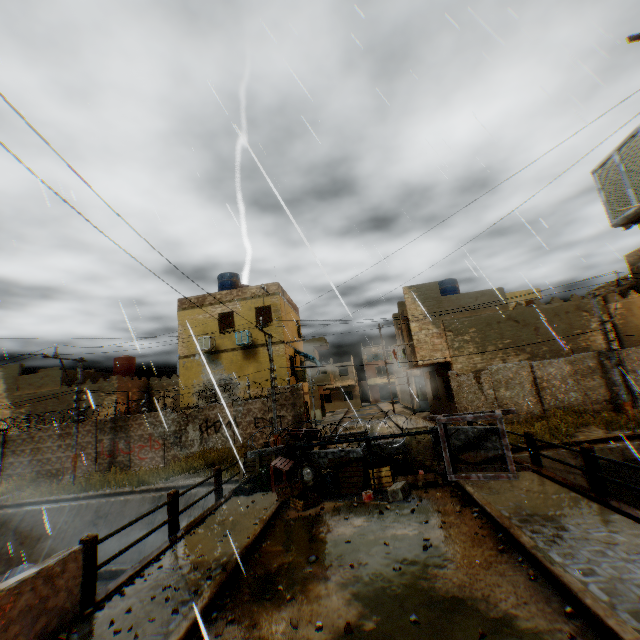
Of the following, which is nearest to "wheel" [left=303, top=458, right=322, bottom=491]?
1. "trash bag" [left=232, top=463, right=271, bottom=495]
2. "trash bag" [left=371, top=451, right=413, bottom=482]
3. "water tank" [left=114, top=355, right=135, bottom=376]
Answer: "trash bag" [left=232, top=463, right=271, bottom=495]

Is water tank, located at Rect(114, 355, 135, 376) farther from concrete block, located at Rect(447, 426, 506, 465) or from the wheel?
the wheel

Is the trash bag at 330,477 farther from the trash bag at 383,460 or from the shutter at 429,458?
the shutter at 429,458

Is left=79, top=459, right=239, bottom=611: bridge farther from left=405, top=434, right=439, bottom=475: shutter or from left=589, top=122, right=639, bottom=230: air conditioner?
left=405, top=434, right=439, bottom=475: shutter

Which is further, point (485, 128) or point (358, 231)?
point (358, 231)

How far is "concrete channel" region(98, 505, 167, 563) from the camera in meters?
12.7 m

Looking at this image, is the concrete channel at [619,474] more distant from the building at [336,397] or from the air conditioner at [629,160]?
the air conditioner at [629,160]

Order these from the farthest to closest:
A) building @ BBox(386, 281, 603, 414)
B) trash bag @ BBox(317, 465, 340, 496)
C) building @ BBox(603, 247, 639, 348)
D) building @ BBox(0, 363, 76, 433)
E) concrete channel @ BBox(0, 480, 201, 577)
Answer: building @ BBox(0, 363, 76, 433) → building @ BBox(386, 281, 603, 414) → building @ BBox(603, 247, 639, 348) → concrete channel @ BBox(0, 480, 201, 577) → trash bag @ BBox(317, 465, 340, 496)
